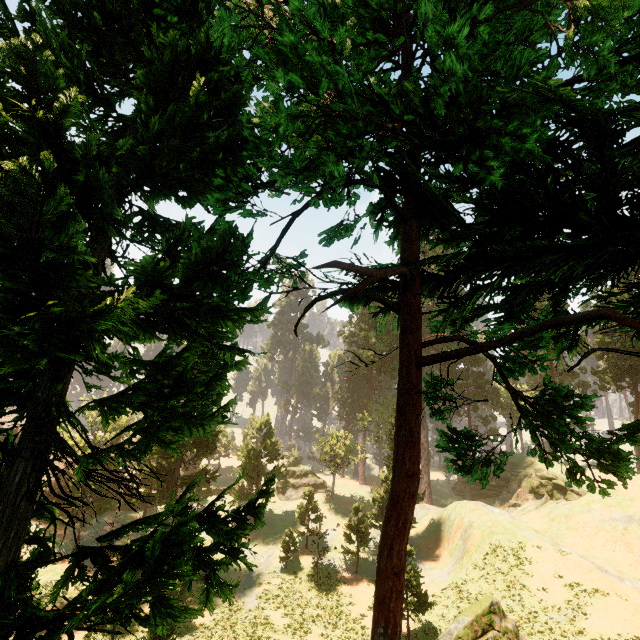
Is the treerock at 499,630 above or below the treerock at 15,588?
below

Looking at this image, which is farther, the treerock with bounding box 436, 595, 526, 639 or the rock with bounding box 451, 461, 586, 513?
the rock with bounding box 451, 461, 586, 513

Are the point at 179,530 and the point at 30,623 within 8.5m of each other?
yes

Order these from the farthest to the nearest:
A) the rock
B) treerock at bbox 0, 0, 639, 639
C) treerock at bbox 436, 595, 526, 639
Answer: the rock < treerock at bbox 436, 595, 526, 639 < treerock at bbox 0, 0, 639, 639

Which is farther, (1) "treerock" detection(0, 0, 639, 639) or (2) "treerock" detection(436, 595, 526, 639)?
(2) "treerock" detection(436, 595, 526, 639)

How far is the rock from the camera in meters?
37.2 m

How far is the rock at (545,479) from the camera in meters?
37.2
